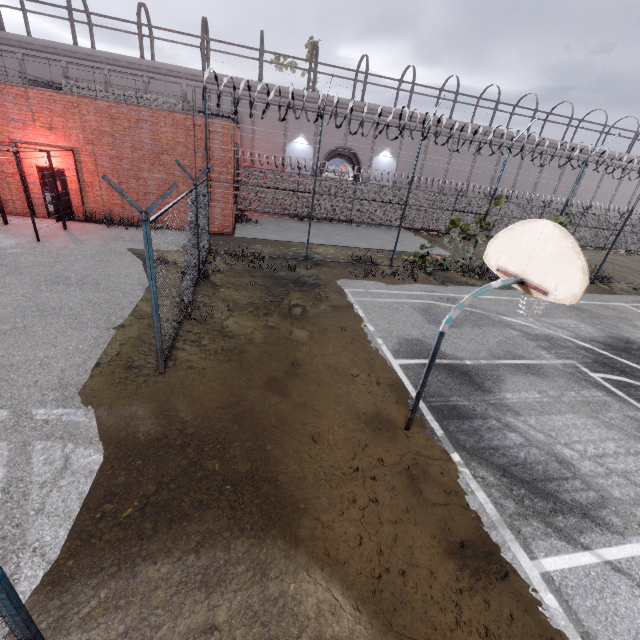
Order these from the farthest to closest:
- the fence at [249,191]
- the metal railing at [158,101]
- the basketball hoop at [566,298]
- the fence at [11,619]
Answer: the metal railing at [158,101], the fence at [249,191], the basketball hoop at [566,298], the fence at [11,619]

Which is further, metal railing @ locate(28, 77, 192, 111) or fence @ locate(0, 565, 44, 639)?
metal railing @ locate(28, 77, 192, 111)

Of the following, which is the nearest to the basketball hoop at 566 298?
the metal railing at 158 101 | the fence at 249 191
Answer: the fence at 249 191

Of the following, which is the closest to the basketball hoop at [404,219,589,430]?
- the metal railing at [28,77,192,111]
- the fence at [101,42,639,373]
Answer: the fence at [101,42,639,373]

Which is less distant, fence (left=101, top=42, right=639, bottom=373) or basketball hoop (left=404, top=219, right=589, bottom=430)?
basketball hoop (left=404, top=219, right=589, bottom=430)

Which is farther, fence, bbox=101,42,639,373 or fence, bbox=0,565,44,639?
fence, bbox=101,42,639,373

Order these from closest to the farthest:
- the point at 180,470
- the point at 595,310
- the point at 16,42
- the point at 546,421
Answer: the point at 180,470 → the point at 546,421 → the point at 595,310 → the point at 16,42
